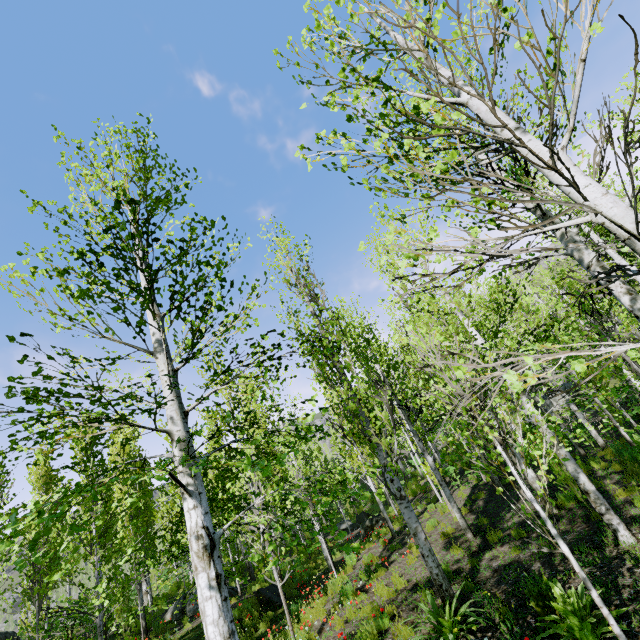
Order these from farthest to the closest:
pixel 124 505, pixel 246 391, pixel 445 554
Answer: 1. pixel 246 391
2. pixel 124 505
3. pixel 445 554
